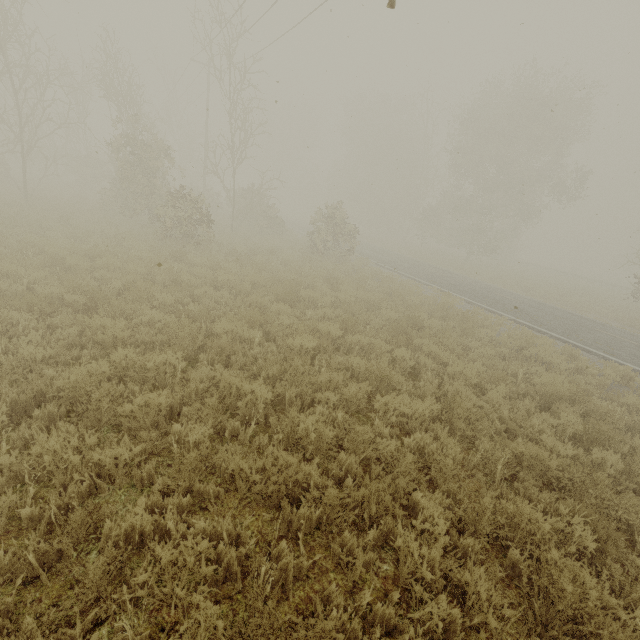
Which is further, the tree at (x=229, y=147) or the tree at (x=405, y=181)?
the tree at (x=405, y=181)

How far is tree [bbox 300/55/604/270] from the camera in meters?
24.9 m

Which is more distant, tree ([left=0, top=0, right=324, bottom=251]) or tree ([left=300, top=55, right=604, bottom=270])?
tree ([left=300, top=55, right=604, bottom=270])

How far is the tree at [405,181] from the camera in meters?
24.9

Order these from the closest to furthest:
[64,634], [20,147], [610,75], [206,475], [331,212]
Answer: [64,634] < [206,475] < [610,75] < [331,212] < [20,147]
